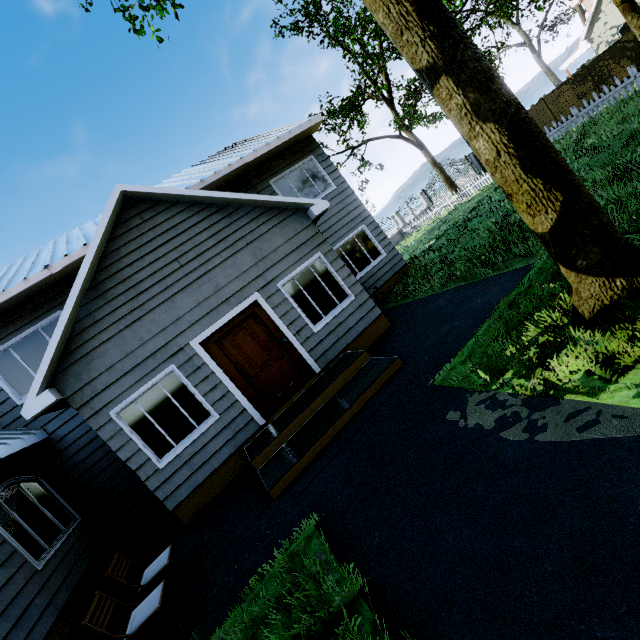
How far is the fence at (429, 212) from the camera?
19.4 meters

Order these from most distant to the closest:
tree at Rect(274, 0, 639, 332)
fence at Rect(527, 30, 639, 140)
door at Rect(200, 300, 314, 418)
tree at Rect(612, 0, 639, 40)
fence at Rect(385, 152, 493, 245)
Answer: fence at Rect(385, 152, 493, 245)
fence at Rect(527, 30, 639, 140)
tree at Rect(612, 0, 639, 40)
door at Rect(200, 300, 314, 418)
tree at Rect(274, 0, 639, 332)

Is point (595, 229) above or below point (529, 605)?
above

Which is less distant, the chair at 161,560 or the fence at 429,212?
the chair at 161,560

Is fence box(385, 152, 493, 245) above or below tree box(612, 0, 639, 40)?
below

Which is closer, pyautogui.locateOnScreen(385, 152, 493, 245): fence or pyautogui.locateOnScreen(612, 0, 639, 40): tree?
pyautogui.locateOnScreen(612, 0, 639, 40): tree

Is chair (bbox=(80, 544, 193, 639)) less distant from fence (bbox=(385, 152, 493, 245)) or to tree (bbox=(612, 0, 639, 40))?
fence (bbox=(385, 152, 493, 245))

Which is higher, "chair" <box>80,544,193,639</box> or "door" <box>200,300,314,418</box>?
Answer: "door" <box>200,300,314,418</box>
